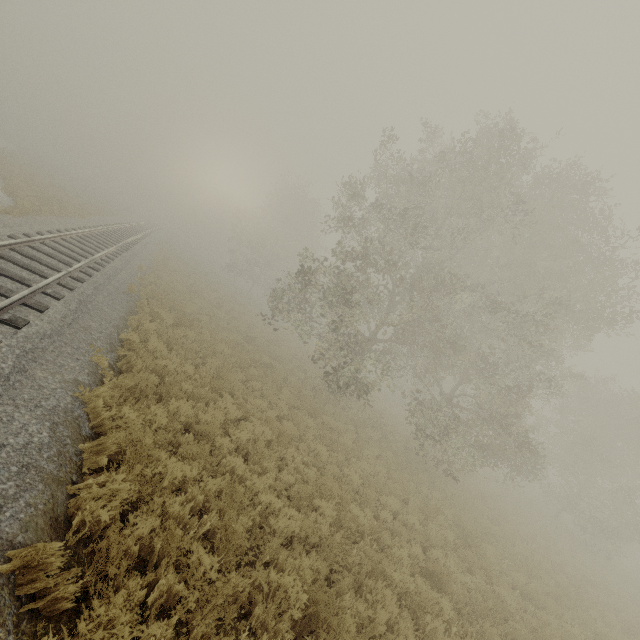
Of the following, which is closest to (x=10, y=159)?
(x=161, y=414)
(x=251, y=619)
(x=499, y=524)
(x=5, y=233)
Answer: (x=5, y=233)
